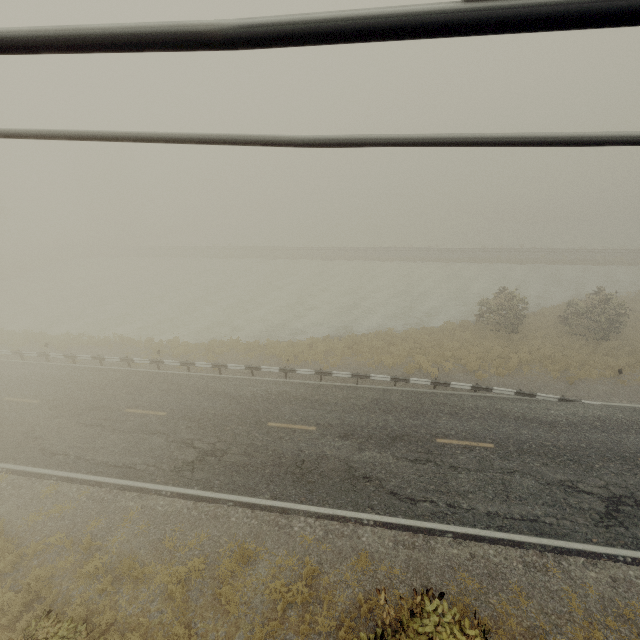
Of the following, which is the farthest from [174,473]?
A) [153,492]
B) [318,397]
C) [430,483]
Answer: [430,483]
